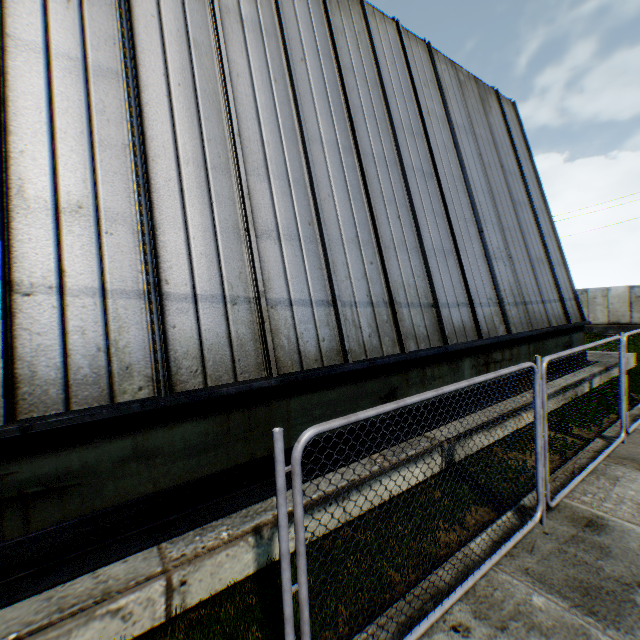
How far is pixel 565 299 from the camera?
11.8m

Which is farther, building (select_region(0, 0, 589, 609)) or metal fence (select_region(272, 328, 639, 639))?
building (select_region(0, 0, 589, 609))

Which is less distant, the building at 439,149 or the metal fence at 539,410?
the metal fence at 539,410
